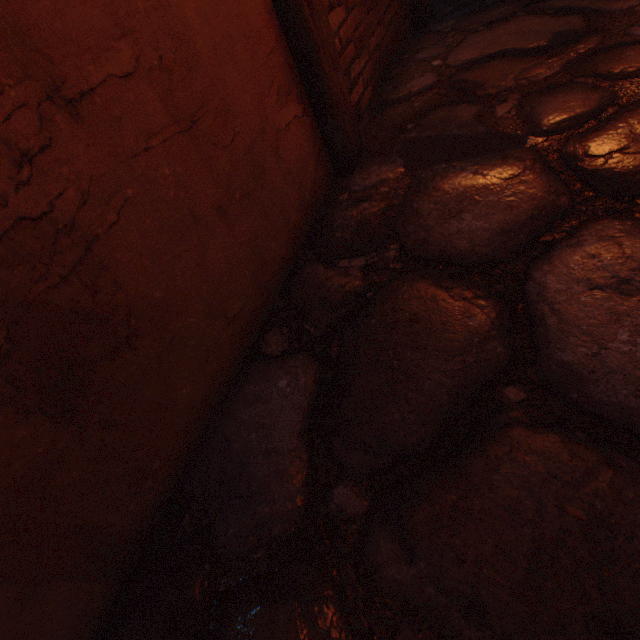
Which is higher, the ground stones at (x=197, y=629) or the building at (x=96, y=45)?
the building at (x=96, y=45)

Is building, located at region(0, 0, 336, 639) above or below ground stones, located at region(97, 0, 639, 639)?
above

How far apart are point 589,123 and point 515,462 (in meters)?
1.43
